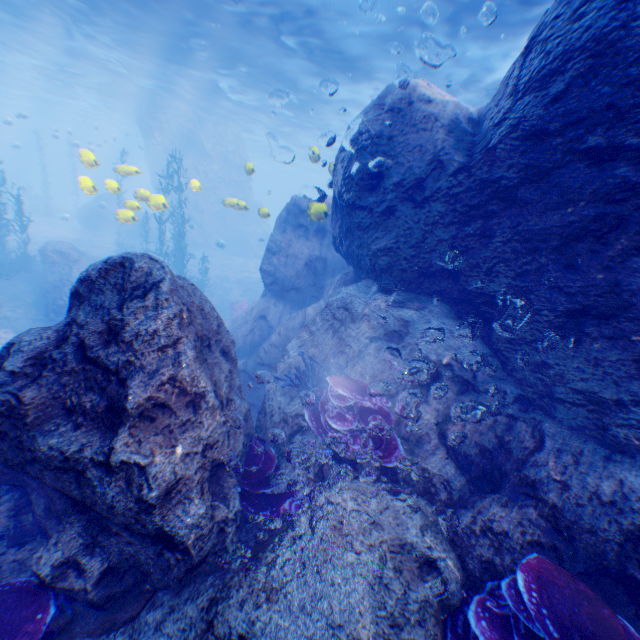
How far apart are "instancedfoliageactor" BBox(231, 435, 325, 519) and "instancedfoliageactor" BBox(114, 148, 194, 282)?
16.50m

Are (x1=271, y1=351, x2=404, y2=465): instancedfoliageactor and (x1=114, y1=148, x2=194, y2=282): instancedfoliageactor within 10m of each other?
no

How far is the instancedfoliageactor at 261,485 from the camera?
3.9m

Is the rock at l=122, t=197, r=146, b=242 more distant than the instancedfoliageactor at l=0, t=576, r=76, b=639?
Yes

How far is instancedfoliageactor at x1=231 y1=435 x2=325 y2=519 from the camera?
3.9m

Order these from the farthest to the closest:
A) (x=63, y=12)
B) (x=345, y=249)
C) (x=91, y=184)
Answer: (x=63, y=12) < (x=91, y=184) < (x=345, y=249)

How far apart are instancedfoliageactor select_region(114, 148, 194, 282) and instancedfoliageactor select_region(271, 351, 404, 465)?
15.6 meters

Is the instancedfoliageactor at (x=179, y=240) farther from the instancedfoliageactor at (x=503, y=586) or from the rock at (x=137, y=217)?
the instancedfoliageactor at (x=503, y=586)
